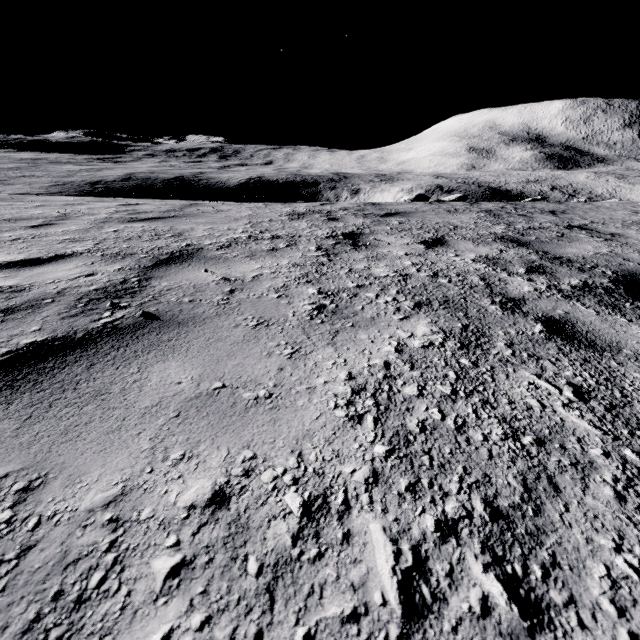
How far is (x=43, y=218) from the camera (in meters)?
4.72
